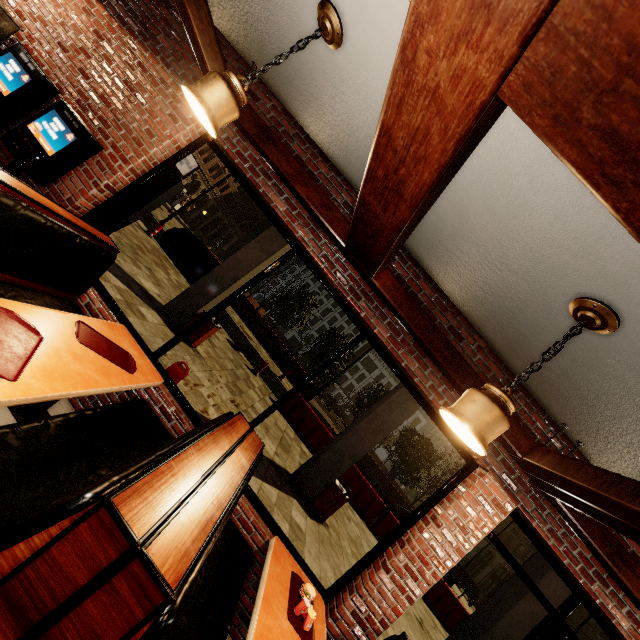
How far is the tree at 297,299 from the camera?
27.0m

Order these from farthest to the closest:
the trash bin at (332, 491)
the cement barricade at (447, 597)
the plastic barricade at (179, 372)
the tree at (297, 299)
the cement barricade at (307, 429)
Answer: the tree at (297, 299), the cement barricade at (307, 429), the cement barricade at (447, 597), the trash bin at (332, 491), the plastic barricade at (179, 372)

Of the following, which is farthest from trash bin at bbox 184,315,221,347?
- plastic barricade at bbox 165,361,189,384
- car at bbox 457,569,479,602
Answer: car at bbox 457,569,479,602

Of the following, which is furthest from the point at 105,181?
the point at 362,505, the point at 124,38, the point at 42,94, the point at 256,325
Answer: the point at 256,325

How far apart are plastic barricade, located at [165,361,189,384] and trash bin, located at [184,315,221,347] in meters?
3.3 m

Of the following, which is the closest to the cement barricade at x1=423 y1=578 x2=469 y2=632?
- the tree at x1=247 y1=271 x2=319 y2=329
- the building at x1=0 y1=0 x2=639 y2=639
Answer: the building at x1=0 y1=0 x2=639 y2=639

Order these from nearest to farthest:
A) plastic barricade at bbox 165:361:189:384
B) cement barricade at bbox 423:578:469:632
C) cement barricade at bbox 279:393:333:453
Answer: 1. plastic barricade at bbox 165:361:189:384
2. cement barricade at bbox 423:578:469:632
3. cement barricade at bbox 279:393:333:453

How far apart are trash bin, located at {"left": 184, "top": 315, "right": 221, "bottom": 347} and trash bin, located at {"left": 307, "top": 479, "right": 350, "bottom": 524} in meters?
4.5
